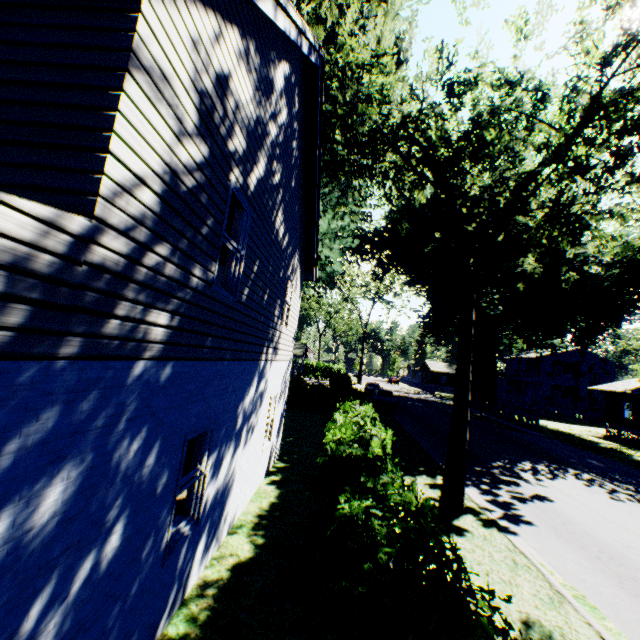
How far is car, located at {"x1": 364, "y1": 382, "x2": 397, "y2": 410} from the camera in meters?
27.8 m

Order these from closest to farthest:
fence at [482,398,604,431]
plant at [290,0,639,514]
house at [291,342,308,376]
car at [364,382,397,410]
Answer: plant at [290,0,639,514] < car at [364,382,397,410] < fence at [482,398,604,431] < house at [291,342,308,376]

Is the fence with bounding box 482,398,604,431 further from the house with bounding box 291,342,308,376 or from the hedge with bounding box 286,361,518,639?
the house with bounding box 291,342,308,376

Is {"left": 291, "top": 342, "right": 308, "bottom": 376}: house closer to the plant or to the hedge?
the plant

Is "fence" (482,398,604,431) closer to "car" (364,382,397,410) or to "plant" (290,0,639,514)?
"plant" (290,0,639,514)

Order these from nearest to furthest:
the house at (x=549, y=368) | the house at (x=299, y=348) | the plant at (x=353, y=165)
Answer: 1. the plant at (x=353, y=165)
2. the house at (x=549, y=368)
3. the house at (x=299, y=348)

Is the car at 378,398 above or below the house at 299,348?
below

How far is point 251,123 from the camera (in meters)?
5.04
